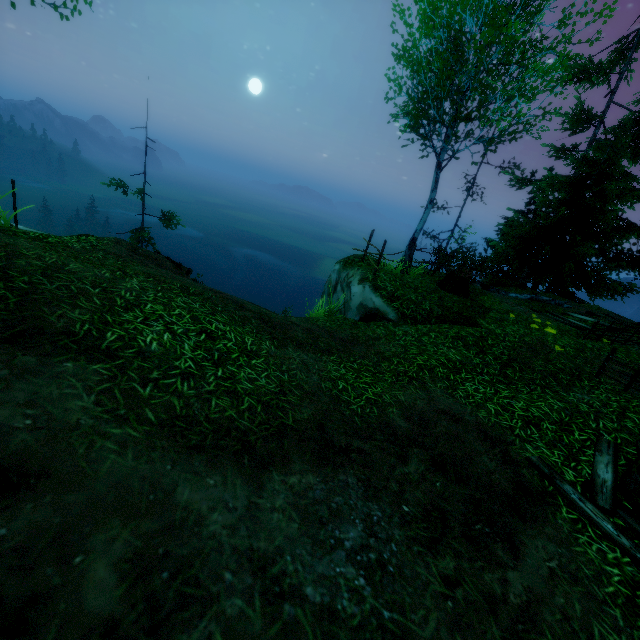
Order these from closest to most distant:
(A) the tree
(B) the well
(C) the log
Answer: (B) the well → (A) the tree → (C) the log

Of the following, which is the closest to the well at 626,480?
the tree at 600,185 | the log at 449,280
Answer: the tree at 600,185

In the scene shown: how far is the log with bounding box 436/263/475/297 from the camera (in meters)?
10.84

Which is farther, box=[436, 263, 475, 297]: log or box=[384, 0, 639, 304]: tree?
box=[436, 263, 475, 297]: log

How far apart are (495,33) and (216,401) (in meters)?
10.82

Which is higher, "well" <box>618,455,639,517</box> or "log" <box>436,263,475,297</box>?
"log" <box>436,263,475,297</box>

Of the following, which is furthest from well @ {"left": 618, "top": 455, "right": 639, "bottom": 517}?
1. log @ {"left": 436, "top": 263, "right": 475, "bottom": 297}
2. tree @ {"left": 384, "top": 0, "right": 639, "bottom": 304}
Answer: log @ {"left": 436, "top": 263, "right": 475, "bottom": 297}

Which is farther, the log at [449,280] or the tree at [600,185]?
the log at [449,280]
